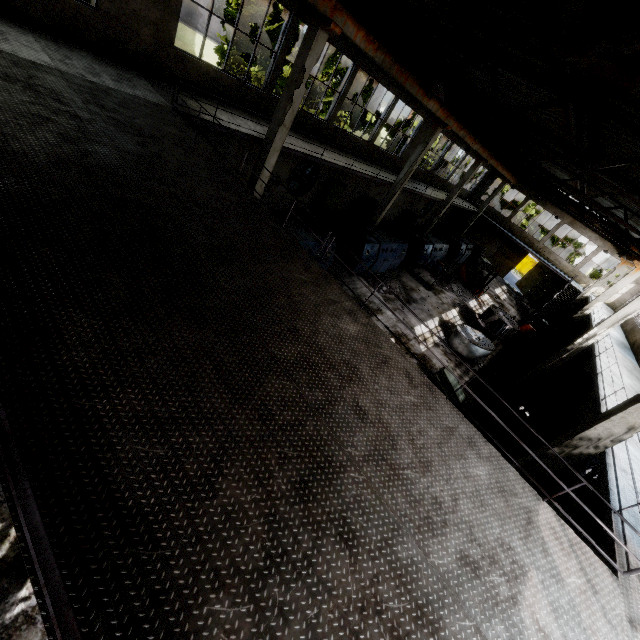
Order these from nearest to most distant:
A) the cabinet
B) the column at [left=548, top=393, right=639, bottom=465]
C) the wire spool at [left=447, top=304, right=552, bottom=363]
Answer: the column at [left=548, top=393, right=639, bottom=465] < the cabinet < the wire spool at [left=447, top=304, right=552, bottom=363]

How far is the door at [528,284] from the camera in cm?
3400

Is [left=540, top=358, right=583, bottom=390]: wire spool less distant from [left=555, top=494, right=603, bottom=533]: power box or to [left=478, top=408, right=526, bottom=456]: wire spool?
[left=478, top=408, right=526, bottom=456]: wire spool

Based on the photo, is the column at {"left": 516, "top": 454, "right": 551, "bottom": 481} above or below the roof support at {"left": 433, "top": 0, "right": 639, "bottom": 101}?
below

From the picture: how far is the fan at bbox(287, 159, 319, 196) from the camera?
16.84m

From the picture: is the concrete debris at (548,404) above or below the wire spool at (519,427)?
below

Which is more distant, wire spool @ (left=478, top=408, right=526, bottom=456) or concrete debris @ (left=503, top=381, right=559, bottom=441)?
concrete debris @ (left=503, top=381, right=559, bottom=441)

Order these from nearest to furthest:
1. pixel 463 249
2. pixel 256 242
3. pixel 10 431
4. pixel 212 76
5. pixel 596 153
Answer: pixel 10 431, pixel 256 242, pixel 212 76, pixel 596 153, pixel 463 249
